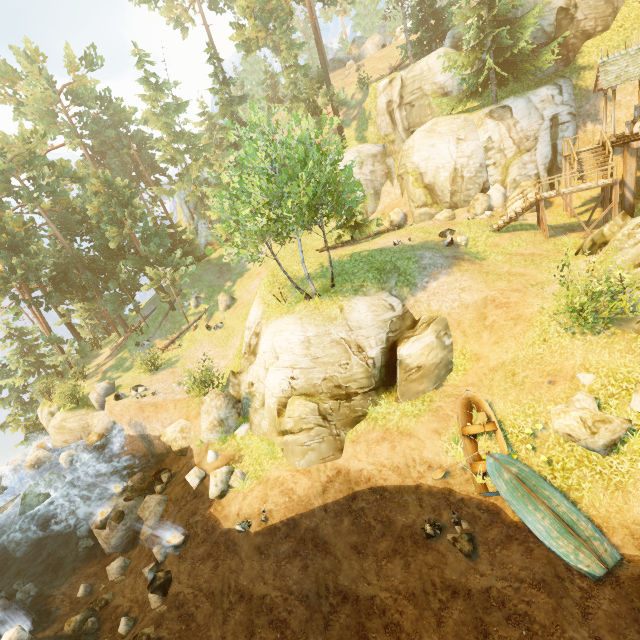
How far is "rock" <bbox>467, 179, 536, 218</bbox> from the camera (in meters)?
24.00

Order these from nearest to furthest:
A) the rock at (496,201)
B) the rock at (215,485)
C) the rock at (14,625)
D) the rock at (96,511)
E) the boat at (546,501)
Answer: the boat at (546,501) → the rock at (14,625) → the rock at (215,485) → the rock at (96,511) → the rock at (496,201)

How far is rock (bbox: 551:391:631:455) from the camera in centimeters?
956cm

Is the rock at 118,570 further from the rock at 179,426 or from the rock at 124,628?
the rock at 124,628

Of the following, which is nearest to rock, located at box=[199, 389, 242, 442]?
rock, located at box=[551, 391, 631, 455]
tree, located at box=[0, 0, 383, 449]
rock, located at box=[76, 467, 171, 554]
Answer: rock, located at box=[76, 467, 171, 554]

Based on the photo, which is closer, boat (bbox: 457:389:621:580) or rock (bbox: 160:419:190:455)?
boat (bbox: 457:389:621:580)

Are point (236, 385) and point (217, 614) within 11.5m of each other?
yes

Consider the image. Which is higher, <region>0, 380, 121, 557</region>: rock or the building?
the building
